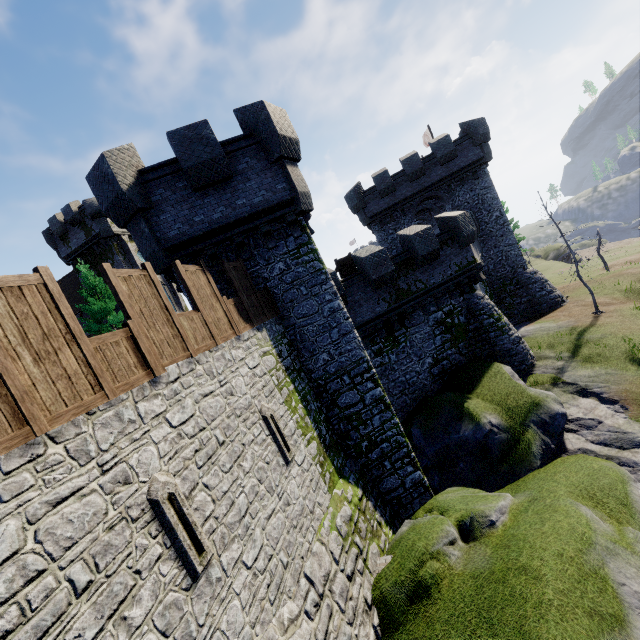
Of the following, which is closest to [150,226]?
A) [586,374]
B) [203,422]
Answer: [203,422]

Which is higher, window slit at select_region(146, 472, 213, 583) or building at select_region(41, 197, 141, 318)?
building at select_region(41, 197, 141, 318)

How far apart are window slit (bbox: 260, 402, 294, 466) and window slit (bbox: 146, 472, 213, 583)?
2.9m

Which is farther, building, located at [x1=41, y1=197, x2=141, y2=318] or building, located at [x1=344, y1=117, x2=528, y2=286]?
building, located at [x1=41, y1=197, x2=141, y2=318]

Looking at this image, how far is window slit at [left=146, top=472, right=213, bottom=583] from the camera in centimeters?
485cm

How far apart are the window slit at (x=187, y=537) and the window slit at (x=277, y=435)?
2.9m

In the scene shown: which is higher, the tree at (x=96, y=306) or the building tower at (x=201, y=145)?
the tree at (x=96, y=306)

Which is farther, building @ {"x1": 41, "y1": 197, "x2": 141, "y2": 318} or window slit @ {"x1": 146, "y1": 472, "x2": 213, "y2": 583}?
building @ {"x1": 41, "y1": 197, "x2": 141, "y2": 318}
